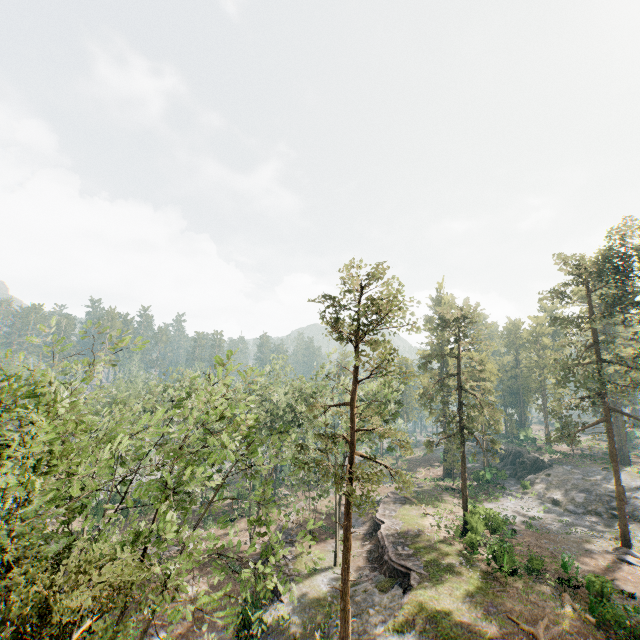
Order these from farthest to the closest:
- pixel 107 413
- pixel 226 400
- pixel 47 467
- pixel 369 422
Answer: pixel 369 422 < pixel 107 413 < pixel 226 400 < pixel 47 467

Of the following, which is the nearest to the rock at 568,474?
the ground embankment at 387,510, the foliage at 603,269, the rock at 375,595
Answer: the foliage at 603,269

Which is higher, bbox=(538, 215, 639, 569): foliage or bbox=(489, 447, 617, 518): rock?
bbox=(538, 215, 639, 569): foliage

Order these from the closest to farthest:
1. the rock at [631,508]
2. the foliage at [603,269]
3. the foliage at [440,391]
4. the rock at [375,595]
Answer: the foliage at [440,391], the rock at [375,595], the foliage at [603,269], the rock at [631,508]

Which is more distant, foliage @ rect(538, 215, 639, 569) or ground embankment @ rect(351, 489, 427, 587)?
foliage @ rect(538, 215, 639, 569)

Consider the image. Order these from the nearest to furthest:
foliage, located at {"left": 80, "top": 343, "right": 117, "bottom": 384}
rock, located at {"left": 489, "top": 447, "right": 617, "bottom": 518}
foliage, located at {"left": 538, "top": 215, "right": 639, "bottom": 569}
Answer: foliage, located at {"left": 80, "top": 343, "right": 117, "bottom": 384} < foliage, located at {"left": 538, "top": 215, "right": 639, "bottom": 569} < rock, located at {"left": 489, "top": 447, "right": 617, "bottom": 518}

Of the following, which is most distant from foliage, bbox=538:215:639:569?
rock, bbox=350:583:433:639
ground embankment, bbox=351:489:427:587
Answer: ground embankment, bbox=351:489:427:587

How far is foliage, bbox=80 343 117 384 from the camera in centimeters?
1245cm
